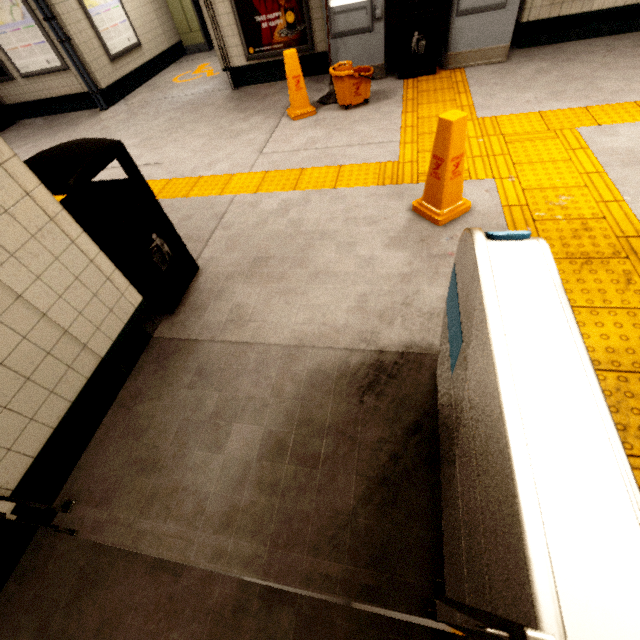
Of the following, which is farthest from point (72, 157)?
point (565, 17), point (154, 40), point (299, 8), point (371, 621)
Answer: point (154, 40)

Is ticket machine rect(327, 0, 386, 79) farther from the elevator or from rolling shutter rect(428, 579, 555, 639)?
rolling shutter rect(428, 579, 555, 639)

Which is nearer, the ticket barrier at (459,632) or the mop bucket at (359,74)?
the ticket barrier at (459,632)

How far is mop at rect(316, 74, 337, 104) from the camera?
4.9m

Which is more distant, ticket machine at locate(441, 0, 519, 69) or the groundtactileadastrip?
ticket machine at locate(441, 0, 519, 69)

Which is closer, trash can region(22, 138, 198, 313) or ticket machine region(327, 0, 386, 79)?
trash can region(22, 138, 198, 313)

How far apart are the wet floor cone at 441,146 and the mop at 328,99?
3.0 meters

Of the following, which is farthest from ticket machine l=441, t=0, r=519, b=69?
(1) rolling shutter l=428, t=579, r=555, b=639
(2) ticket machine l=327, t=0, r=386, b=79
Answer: (1) rolling shutter l=428, t=579, r=555, b=639
